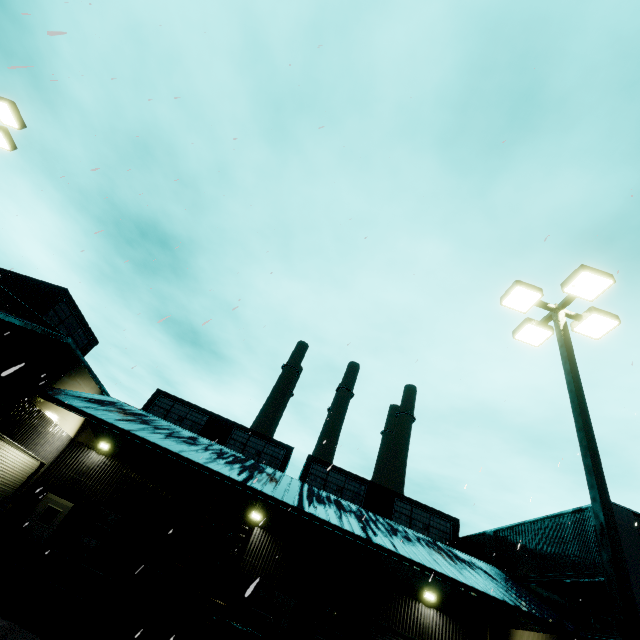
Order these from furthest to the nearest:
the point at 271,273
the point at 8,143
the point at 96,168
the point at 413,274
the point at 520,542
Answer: the point at 520,542, the point at 8,143, the point at 413,274, the point at 271,273, the point at 96,168

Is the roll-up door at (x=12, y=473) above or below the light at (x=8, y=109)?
below

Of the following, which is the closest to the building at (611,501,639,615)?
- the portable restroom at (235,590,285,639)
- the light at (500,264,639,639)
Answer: the portable restroom at (235,590,285,639)

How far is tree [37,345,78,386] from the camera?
14.56m

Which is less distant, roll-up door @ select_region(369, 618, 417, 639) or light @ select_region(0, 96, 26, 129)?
light @ select_region(0, 96, 26, 129)

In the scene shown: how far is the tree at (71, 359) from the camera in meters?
14.6

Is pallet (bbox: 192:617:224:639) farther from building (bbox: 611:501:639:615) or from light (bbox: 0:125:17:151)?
light (bbox: 0:125:17:151)

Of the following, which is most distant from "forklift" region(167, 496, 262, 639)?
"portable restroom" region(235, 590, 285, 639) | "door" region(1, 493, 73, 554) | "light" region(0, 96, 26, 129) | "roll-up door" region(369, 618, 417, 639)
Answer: "door" region(1, 493, 73, 554)
